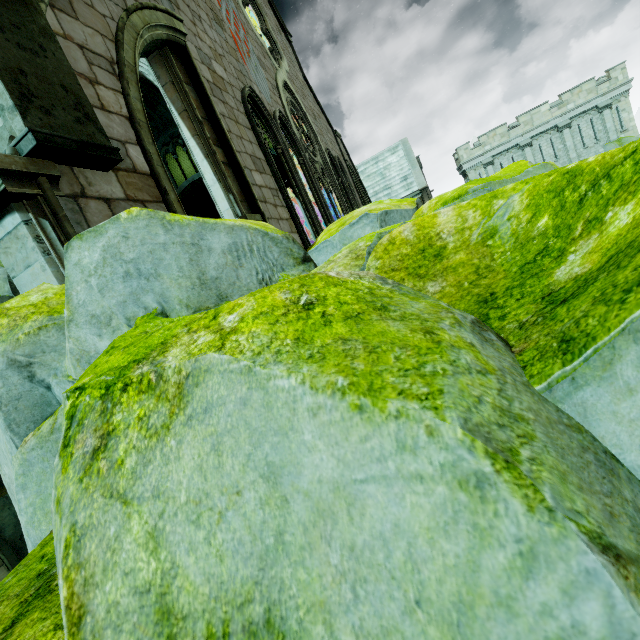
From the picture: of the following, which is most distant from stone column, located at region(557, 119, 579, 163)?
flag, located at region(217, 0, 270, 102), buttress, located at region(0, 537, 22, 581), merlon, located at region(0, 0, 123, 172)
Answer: buttress, located at region(0, 537, 22, 581)

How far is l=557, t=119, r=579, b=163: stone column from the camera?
29.2 meters

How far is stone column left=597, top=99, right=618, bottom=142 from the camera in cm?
2798

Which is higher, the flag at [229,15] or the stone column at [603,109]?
the flag at [229,15]

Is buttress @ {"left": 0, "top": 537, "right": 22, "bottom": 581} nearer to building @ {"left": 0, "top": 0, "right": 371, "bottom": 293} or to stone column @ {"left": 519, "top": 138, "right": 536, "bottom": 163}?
building @ {"left": 0, "top": 0, "right": 371, "bottom": 293}

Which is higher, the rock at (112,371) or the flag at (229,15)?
the flag at (229,15)

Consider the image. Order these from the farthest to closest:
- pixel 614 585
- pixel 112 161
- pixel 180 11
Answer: pixel 180 11 < pixel 112 161 < pixel 614 585

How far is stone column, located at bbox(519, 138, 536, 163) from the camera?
30.2 meters
